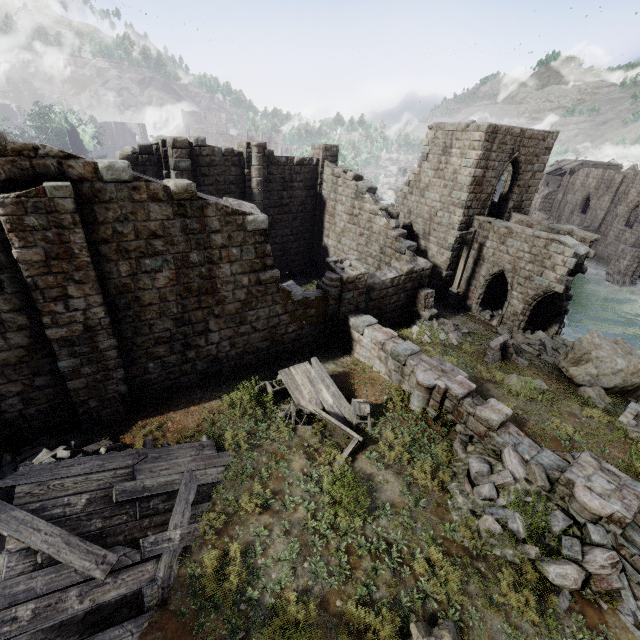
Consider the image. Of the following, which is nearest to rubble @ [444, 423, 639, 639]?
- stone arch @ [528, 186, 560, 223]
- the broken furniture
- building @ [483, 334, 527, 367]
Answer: the broken furniture

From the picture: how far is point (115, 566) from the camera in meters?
5.9

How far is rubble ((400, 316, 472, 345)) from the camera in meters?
15.3

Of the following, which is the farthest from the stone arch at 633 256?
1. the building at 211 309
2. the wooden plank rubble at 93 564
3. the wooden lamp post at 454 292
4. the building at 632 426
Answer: the wooden plank rubble at 93 564

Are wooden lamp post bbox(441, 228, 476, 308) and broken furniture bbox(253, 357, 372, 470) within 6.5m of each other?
no

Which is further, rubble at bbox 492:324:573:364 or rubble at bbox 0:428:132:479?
rubble at bbox 492:324:573:364

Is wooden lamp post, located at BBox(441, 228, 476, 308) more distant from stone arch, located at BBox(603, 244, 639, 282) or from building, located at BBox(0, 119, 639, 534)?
stone arch, located at BBox(603, 244, 639, 282)

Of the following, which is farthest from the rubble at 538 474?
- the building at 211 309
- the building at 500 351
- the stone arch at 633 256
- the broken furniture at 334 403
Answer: the stone arch at 633 256
